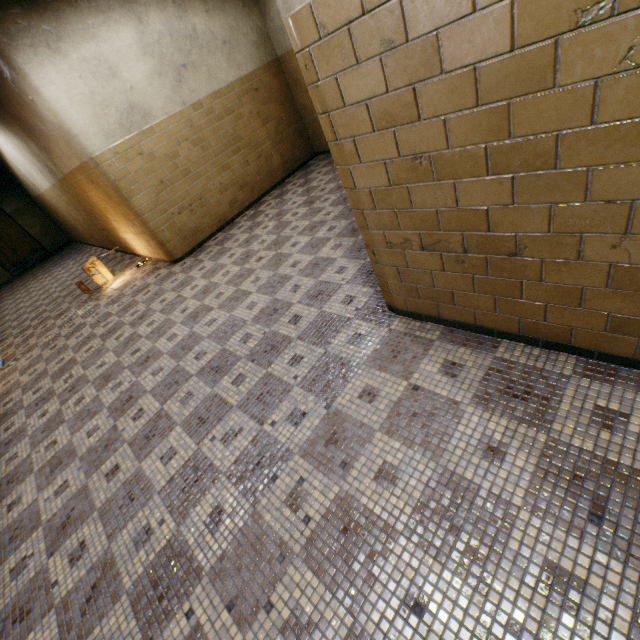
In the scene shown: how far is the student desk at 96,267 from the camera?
6.45m

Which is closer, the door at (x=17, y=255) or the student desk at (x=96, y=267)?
the student desk at (x=96, y=267)

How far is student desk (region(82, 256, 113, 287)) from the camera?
6.4 meters

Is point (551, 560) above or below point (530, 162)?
below

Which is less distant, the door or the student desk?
the student desk
